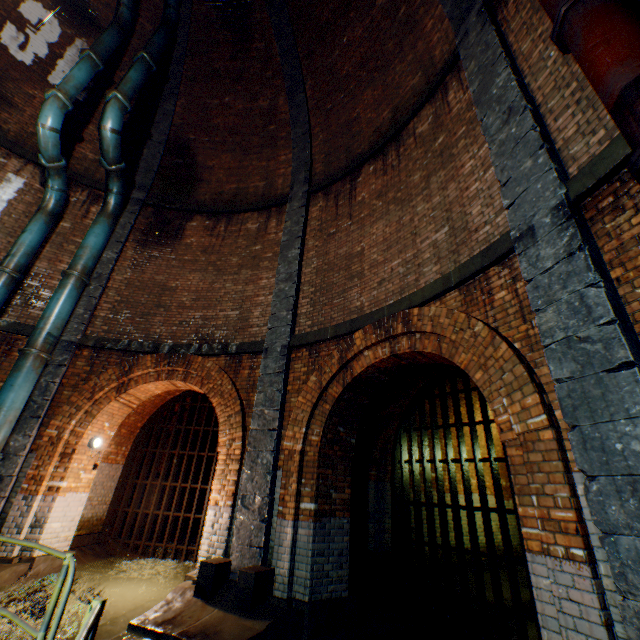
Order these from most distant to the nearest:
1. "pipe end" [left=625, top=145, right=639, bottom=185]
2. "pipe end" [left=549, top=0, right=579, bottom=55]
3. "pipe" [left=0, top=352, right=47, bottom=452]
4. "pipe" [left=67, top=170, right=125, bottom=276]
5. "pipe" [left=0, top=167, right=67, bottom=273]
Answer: "pipe" [left=67, top=170, right=125, bottom=276], "pipe" [left=0, top=167, right=67, bottom=273], "pipe" [left=0, top=352, right=47, bottom=452], "pipe end" [left=549, top=0, right=579, bottom=55], "pipe end" [left=625, top=145, right=639, bottom=185]

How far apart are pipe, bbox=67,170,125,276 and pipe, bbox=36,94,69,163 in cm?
60

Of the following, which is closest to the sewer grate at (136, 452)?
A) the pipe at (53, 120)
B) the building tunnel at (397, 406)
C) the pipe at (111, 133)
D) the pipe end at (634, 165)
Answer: the building tunnel at (397, 406)

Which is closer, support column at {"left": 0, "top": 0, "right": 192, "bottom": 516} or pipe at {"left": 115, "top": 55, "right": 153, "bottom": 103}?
support column at {"left": 0, "top": 0, "right": 192, "bottom": 516}

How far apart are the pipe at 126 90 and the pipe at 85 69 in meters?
0.6 m

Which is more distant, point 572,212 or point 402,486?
point 402,486

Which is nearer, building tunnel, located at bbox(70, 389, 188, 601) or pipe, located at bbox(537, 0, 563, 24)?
pipe, located at bbox(537, 0, 563, 24)
